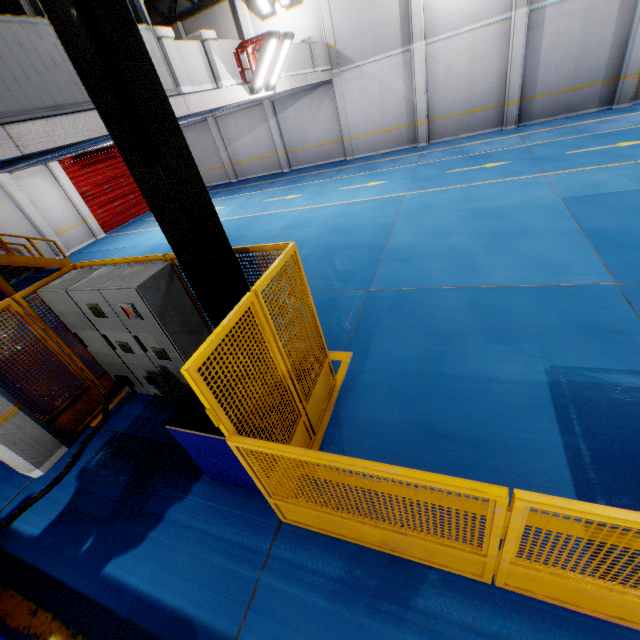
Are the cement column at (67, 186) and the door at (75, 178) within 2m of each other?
yes

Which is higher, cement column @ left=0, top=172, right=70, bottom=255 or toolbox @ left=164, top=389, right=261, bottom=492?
cement column @ left=0, top=172, right=70, bottom=255

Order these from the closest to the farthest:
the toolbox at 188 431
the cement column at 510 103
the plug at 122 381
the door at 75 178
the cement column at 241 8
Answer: the toolbox at 188 431 → the plug at 122 381 → the cement column at 510 103 → the cement column at 241 8 → the door at 75 178

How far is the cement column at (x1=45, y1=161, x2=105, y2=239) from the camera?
15.2m

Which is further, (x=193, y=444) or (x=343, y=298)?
(x=343, y=298)

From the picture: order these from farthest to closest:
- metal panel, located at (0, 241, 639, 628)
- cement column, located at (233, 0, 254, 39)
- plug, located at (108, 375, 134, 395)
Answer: cement column, located at (233, 0, 254, 39) < plug, located at (108, 375, 134, 395) < metal panel, located at (0, 241, 639, 628)

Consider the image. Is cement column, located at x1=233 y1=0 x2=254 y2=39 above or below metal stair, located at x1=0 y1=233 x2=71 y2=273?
above

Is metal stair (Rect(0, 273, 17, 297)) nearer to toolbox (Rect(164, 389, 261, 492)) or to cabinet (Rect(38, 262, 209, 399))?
cabinet (Rect(38, 262, 209, 399))
